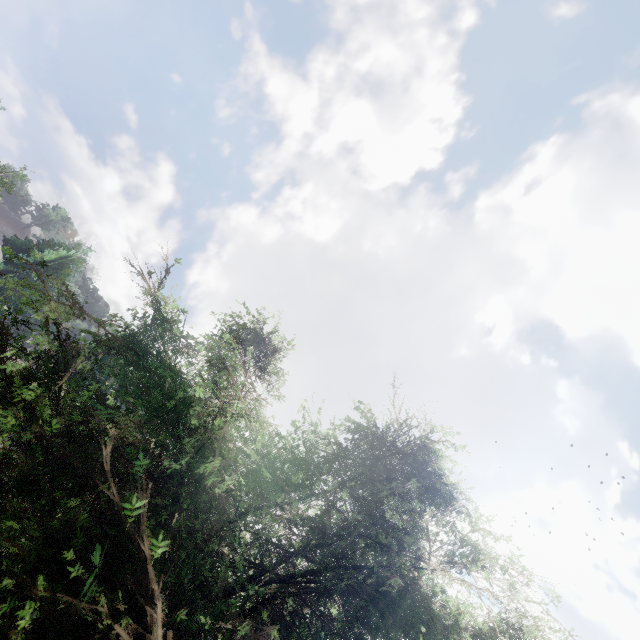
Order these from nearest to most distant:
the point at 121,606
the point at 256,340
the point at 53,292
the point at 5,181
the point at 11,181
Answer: the point at 121,606, the point at 256,340, the point at 5,181, the point at 11,181, the point at 53,292
